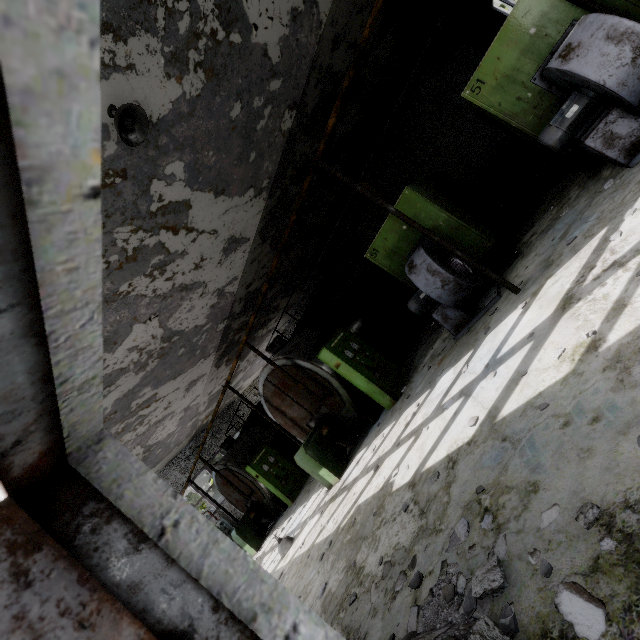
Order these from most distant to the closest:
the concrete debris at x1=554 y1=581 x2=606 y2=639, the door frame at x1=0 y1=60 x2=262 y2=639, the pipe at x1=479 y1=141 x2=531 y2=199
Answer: the pipe at x1=479 y1=141 x2=531 y2=199, the concrete debris at x1=554 y1=581 x2=606 y2=639, the door frame at x1=0 y1=60 x2=262 y2=639

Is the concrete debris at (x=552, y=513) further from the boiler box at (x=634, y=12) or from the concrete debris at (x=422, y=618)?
the boiler box at (x=634, y=12)

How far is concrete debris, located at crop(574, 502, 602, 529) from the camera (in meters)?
1.96

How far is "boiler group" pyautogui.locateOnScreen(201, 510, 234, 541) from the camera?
17.59m

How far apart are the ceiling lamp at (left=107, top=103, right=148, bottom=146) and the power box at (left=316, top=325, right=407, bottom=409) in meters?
5.9 m

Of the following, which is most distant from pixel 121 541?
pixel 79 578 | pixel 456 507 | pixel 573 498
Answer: pixel 456 507

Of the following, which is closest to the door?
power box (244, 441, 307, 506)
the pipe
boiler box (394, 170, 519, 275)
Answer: the pipe

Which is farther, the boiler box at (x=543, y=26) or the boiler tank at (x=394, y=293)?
the boiler tank at (x=394, y=293)
